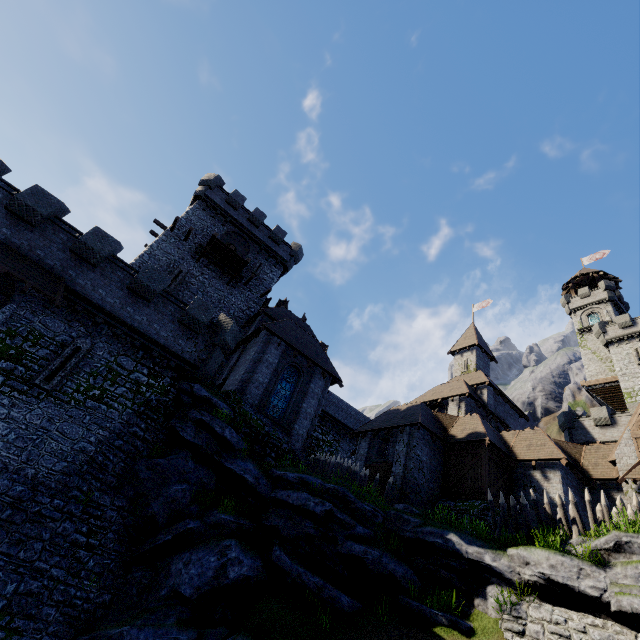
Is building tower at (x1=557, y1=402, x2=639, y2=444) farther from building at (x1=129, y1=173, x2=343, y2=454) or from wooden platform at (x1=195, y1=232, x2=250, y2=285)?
wooden platform at (x1=195, y1=232, x2=250, y2=285)

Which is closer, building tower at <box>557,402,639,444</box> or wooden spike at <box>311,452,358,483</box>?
wooden spike at <box>311,452,358,483</box>

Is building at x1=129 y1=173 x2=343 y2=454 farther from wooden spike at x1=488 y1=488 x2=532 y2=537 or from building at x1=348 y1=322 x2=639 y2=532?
wooden spike at x1=488 y1=488 x2=532 y2=537

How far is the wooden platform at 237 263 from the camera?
25.8m

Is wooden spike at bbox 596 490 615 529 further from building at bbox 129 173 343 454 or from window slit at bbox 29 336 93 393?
window slit at bbox 29 336 93 393

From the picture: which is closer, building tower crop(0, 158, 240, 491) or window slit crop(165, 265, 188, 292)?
building tower crop(0, 158, 240, 491)

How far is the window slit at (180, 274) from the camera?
24.2m

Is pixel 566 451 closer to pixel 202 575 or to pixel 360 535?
pixel 360 535
